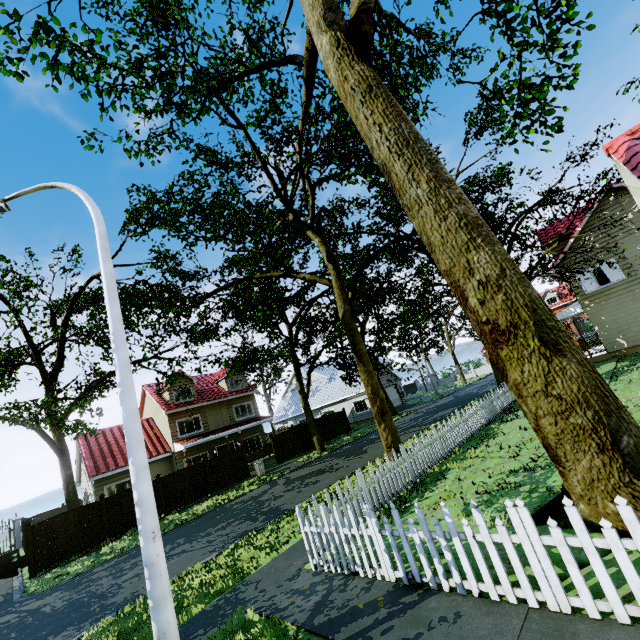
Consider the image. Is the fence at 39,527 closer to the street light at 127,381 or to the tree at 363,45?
the tree at 363,45

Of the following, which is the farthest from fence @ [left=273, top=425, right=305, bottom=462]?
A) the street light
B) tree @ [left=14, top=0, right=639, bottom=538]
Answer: the street light

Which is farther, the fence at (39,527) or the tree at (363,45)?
the fence at (39,527)

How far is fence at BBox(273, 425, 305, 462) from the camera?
24.7m

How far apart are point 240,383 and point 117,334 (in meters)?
26.14
